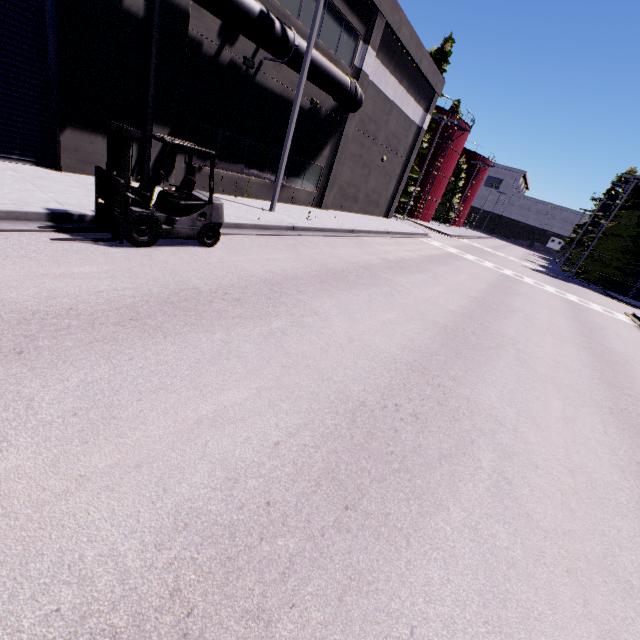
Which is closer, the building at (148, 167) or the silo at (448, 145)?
the building at (148, 167)

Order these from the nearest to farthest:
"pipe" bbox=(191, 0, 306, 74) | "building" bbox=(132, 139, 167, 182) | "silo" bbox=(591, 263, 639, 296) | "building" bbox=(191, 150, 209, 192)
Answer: "pipe" bbox=(191, 0, 306, 74)
"building" bbox=(132, 139, 167, 182)
"building" bbox=(191, 150, 209, 192)
"silo" bbox=(591, 263, 639, 296)

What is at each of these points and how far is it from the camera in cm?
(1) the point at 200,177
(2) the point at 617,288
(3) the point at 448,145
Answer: (1) building, 1295
(2) silo, 3384
(3) silo, 3878

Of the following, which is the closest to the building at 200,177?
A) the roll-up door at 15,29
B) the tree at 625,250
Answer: the roll-up door at 15,29

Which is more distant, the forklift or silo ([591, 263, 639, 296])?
silo ([591, 263, 639, 296])

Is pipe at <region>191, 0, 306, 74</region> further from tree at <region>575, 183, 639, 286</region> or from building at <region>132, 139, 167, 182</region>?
tree at <region>575, 183, 639, 286</region>

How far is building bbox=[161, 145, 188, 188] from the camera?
11.4 meters

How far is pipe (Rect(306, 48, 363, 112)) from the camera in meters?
13.1 m
